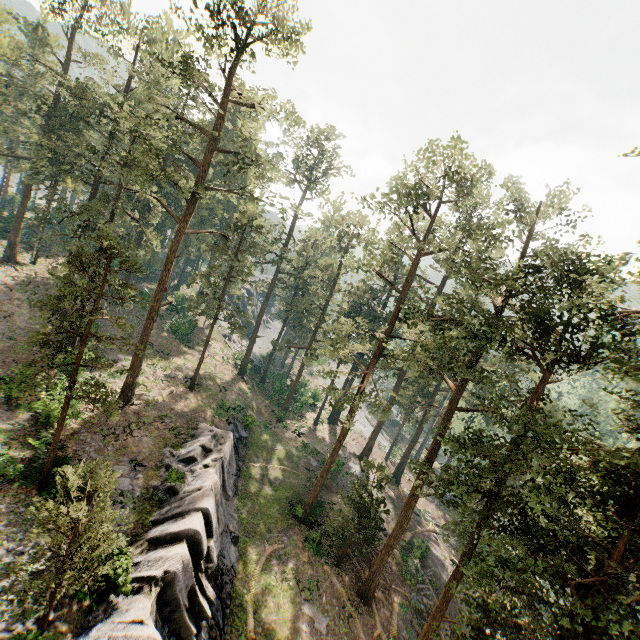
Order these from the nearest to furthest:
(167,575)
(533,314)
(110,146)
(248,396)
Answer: (167,575) → (533,314) → (110,146) → (248,396)

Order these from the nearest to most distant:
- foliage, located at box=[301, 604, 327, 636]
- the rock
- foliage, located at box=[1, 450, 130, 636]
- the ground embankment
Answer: foliage, located at box=[1, 450, 130, 636], the rock, foliage, located at box=[301, 604, 327, 636], the ground embankment

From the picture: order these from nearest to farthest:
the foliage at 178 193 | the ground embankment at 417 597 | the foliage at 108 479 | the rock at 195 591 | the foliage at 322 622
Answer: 1. the foliage at 108 479
2. the foliage at 178 193
3. the rock at 195 591
4. the foliage at 322 622
5. the ground embankment at 417 597

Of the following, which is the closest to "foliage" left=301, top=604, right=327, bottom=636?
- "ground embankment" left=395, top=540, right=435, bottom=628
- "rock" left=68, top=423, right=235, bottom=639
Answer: "ground embankment" left=395, top=540, right=435, bottom=628

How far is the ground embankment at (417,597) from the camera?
25.19m

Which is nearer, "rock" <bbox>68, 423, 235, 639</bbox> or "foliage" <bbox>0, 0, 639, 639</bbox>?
"foliage" <bbox>0, 0, 639, 639</bbox>

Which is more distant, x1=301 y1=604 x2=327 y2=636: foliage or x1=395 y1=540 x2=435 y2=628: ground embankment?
x1=395 y1=540 x2=435 y2=628: ground embankment
